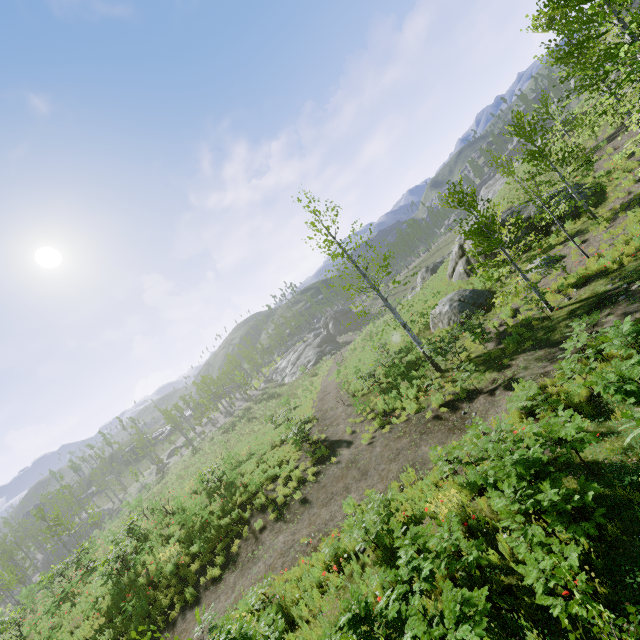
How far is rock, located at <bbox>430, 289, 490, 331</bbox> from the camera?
18.3m

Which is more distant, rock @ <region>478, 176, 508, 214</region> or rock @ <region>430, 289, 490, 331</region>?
rock @ <region>478, 176, 508, 214</region>

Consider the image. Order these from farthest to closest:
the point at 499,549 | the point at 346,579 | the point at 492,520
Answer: the point at 346,579 < the point at 492,520 < the point at 499,549

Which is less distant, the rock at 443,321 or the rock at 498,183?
the rock at 443,321

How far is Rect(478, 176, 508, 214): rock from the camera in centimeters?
5056cm

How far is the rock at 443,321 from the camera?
18.3m

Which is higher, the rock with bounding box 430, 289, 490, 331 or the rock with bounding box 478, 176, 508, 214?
the rock with bounding box 478, 176, 508, 214
